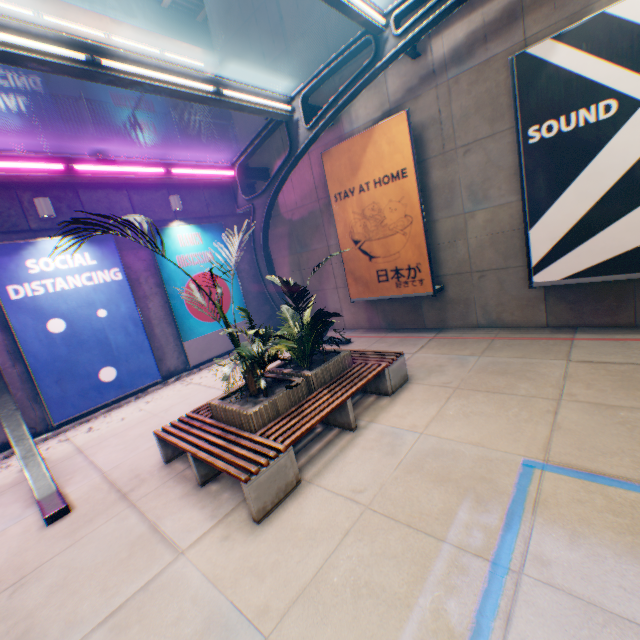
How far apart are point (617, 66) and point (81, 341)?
12.2 meters

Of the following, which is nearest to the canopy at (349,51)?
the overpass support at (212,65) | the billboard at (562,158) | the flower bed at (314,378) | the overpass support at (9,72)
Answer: the billboard at (562,158)

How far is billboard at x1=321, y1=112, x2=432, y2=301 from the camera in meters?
7.8 m

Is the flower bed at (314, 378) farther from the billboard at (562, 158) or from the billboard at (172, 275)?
the billboard at (172, 275)

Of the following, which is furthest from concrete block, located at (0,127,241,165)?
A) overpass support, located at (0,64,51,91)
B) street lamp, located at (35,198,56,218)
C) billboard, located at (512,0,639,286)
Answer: billboard, located at (512,0,639,286)

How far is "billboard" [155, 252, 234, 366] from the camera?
Answer: 9.81m

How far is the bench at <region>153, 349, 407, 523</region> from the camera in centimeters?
381cm

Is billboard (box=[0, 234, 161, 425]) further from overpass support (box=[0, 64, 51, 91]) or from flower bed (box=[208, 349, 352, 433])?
overpass support (box=[0, 64, 51, 91])
